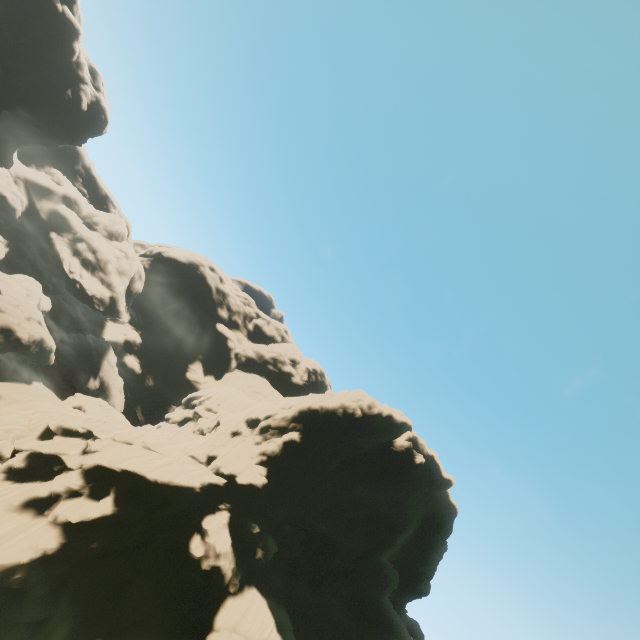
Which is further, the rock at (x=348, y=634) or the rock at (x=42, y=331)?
the rock at (x=42, y=331)

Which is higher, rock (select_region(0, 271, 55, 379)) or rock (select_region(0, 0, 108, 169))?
rock (select_region(0, 0, 108, 169))

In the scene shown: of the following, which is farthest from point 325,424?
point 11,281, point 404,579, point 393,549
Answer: point 11,281

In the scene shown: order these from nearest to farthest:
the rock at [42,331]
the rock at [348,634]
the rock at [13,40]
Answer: the rock at [348,634] < the rock at [13,40] < the rock at [42,331]

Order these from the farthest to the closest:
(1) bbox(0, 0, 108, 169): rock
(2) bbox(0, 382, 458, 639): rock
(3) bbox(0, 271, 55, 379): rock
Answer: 1. (3) bbox(0, 271, 55, 379): rock
2. (1) bbox(0, 0, 108, 169): rock
3. (2) bbox(0, 382, 458, 639): rock

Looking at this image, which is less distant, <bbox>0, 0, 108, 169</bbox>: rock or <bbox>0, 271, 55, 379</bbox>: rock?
<bbox>0, 0, 108, 169</bbox>: rock
